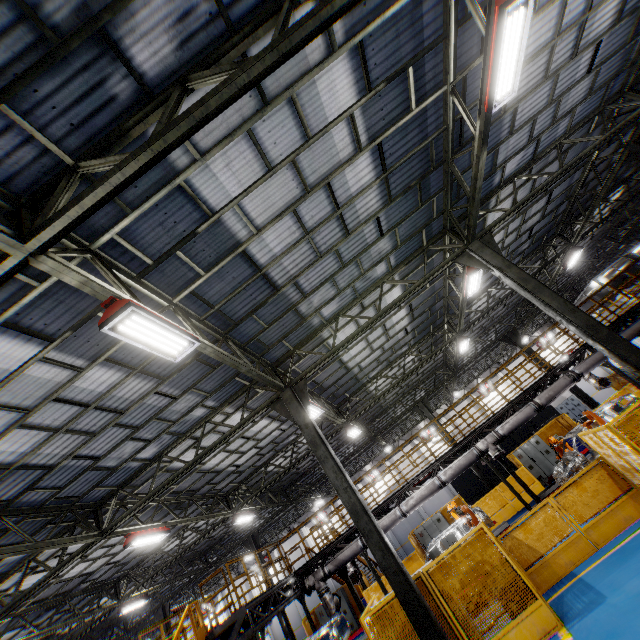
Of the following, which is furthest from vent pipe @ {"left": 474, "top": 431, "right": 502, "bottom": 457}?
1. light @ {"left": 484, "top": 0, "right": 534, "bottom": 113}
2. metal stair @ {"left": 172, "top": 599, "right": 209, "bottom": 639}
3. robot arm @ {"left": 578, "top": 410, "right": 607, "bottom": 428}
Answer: light @ {"left": 484, "top": 0, "right": 534, "bottom": 113}

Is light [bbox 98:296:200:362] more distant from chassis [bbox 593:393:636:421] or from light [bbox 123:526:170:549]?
chassis [bbox 593:393:636:421]

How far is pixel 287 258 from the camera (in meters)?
7.93

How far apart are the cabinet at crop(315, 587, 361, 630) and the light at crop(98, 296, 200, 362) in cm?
2203

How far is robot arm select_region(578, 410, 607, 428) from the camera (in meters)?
12.31

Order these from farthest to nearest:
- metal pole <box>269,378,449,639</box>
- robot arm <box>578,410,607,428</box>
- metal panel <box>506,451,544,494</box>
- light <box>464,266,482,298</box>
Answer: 1. metal panel <box>506,451,544,494</box>
2. robot arm <box>578,410,607,428</box>
3. light <box>464,266,482,298</box>
4. metal pole <box>269,378,449,639</box>

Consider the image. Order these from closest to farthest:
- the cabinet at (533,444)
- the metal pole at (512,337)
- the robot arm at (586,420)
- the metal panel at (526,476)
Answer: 1. the robot arm at (586,420)
2. the metal panel at (526,476)
3. the cabinet at (533,444)
4. the metal pole at (512,337)

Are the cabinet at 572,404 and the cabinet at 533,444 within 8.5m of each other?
no
